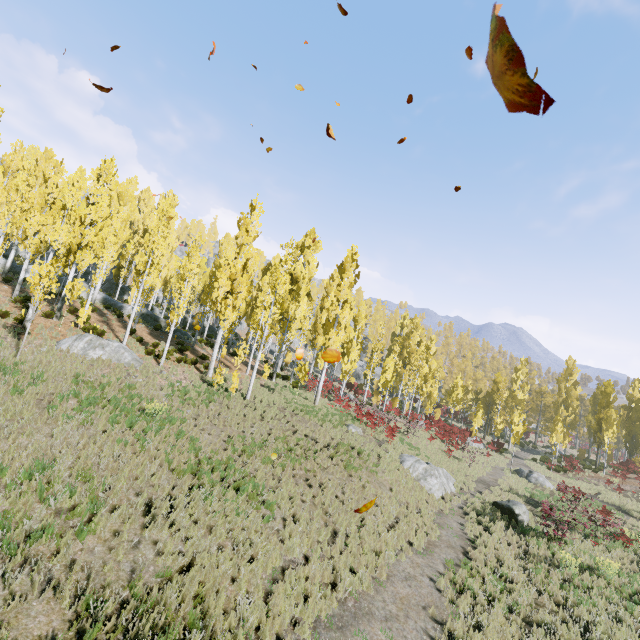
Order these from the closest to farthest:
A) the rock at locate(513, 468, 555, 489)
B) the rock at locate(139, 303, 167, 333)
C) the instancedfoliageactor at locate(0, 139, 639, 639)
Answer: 1. the instancedfoliageactor at locate(0, 139, 639, 639)
2. the rock at locate(513, 468, 555, 489)
3. the rock at locate(139, 303, 167, 333)

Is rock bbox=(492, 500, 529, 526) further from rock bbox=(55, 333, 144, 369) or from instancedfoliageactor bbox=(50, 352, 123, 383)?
rock bbox=(55, 333, 144, 369)

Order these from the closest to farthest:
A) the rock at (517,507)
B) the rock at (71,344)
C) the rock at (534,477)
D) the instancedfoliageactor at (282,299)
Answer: the instancedfoliageactor at (282,299), the rock at (71,344), the rock at (517,507), the rock at (534,477)

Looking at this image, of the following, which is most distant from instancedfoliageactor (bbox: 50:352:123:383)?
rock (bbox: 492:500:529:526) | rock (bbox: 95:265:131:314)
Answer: rock (bbox: 492:500:529:526)

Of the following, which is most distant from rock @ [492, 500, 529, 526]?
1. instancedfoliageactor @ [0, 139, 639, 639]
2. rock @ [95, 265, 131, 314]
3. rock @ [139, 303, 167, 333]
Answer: rock @ [95, 265, 131, 314]

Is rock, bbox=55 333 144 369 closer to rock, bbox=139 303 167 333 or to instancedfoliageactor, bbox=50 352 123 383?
instancedfoliageactor, bbox=50 352 123 383

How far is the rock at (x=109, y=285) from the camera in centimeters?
2956cm

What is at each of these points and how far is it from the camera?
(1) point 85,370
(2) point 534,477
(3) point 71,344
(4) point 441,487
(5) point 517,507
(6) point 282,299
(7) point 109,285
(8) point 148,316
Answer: (1) instancedfoliageactor, 13.7m
(2) rock, 25.7m
(3) rock, 15.5m
(4) rock, 18.0m
(5) rock, 16.9m
(6) instancedfoliageactor, 20.0m
(7) rock, 40.2m
(8) rock, 29.5m
